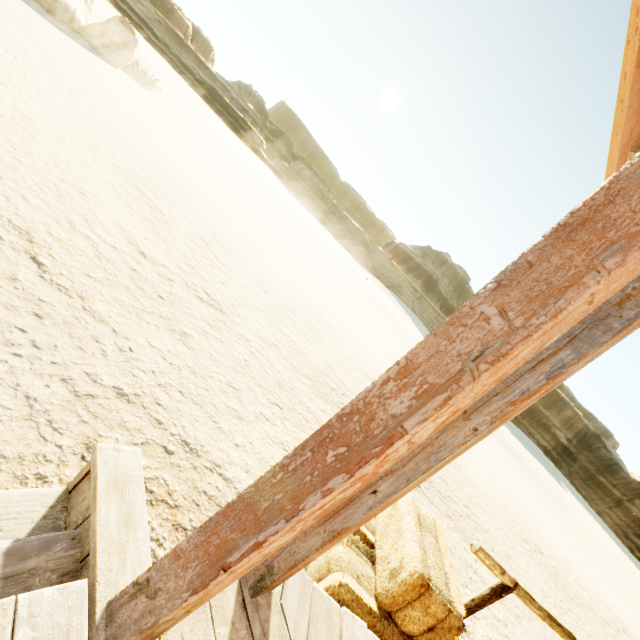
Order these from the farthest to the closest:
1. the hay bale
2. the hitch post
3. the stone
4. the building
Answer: the stone
the hitch post
the hay bale
the building

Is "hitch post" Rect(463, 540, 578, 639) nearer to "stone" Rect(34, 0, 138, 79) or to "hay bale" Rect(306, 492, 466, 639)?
"hay bale" Rect(306, 492, 466, 639)

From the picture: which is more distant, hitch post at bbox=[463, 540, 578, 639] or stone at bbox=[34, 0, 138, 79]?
stone at bbox=[34, 0, 138, 79]

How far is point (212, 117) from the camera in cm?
5856

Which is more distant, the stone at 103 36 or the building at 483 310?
the stone at 103 36

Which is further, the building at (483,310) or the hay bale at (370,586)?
the hay bale at (370,586)

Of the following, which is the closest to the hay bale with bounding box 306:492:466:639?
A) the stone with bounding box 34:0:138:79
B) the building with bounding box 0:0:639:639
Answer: the building with bounding box 0:0:639:639

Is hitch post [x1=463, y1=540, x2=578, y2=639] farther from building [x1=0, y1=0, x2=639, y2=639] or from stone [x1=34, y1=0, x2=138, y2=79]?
stone [x1=34, y1=0, x2=138, y2=79]
